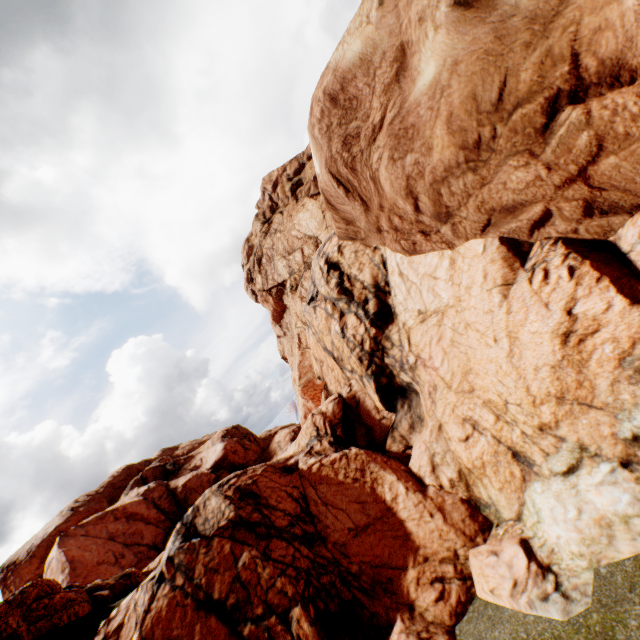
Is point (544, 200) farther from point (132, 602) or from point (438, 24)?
point (132, 602)
